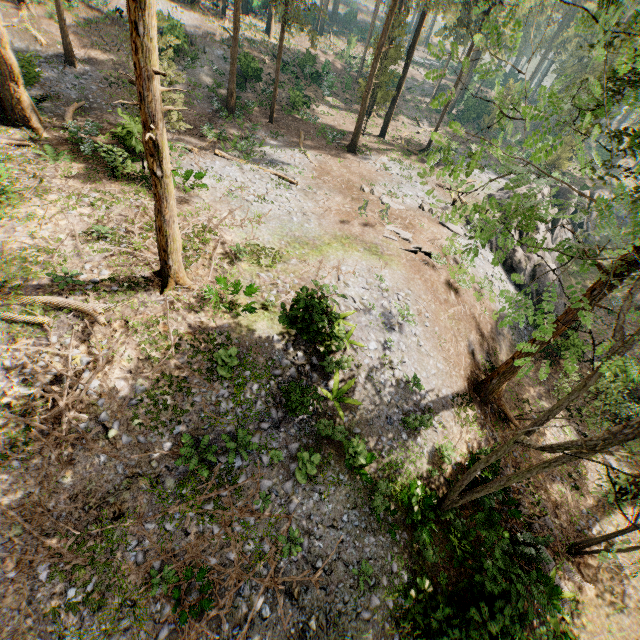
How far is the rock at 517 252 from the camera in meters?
25.5

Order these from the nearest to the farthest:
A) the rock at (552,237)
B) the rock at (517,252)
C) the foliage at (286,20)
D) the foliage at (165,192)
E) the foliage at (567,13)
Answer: A: the foliage at (567,13) → the foliage at (165,192) → the foliage at (286,20) → the rock at (517,252) → the rock at (552,237)

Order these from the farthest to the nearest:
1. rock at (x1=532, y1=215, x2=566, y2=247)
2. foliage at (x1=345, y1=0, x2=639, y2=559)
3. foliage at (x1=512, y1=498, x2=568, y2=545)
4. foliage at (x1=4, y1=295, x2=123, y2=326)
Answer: rock at (x1=532, y1=215, x2=566, y2=247), foliage at (x1=512, y1=498, x2=568, y2=545), foliage at (x1=4, y1=295, x2=123, y2=326), foliage at (x1=345, y1=0, x2=639, y2=559)

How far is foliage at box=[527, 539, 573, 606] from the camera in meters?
12.7 m

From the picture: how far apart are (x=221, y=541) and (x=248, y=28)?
52.2m

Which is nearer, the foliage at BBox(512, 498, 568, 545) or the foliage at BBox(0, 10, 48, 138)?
the foliage at BBox(512, 498, 568, 545)

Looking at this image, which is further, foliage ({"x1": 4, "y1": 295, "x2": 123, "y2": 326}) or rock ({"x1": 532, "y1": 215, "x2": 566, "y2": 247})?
rock ({"x1": 532, "y1": 215, "x2": 566, "y2": 247})
